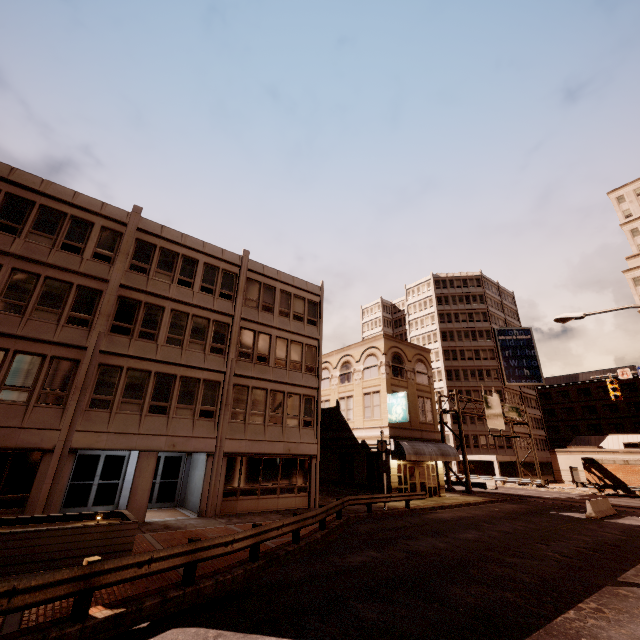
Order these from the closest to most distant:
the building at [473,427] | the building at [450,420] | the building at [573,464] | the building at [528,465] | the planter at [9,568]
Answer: the planter at [9,568] < the building at [573,464] < the building at [473,427] < the building at [528,465] < the building at [450,420]

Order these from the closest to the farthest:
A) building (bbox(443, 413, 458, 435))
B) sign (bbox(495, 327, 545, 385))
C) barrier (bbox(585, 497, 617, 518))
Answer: barrier (bbox(585, 497, 617, 518))
building (bbox(443, 413, 458, 435))
sign (bbox(495, 327, 545, 385))

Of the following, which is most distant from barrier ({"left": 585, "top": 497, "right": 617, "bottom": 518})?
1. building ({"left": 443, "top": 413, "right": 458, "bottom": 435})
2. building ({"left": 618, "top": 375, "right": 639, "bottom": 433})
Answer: building ({"left": 618, "top": 375, "right": 639, "bottom": 433})

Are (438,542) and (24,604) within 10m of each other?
no

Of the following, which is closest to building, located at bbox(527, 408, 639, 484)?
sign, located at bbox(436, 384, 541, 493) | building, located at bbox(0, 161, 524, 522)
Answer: sign, located at bbox(436, 384, 541, 493)

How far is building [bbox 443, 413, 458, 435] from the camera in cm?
5458

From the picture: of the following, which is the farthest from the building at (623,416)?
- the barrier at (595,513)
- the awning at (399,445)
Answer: the awning at (399,445)

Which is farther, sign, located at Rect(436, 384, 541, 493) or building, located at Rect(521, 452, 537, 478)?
building, located at Rect(521, 452, 537, 478)
